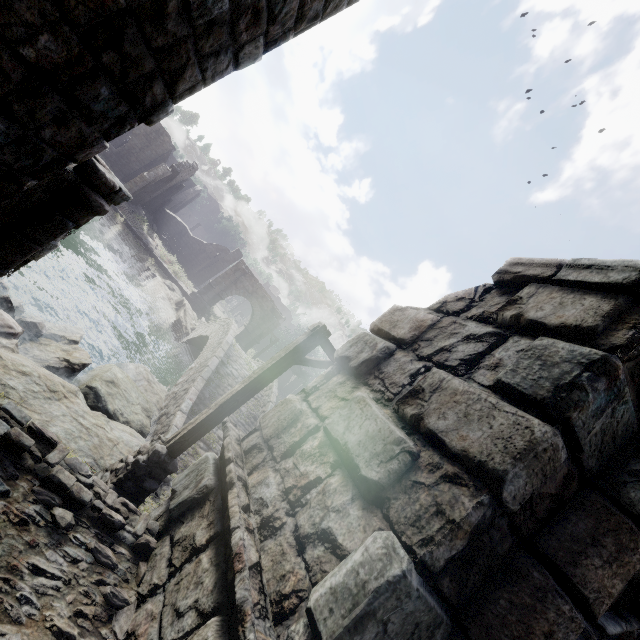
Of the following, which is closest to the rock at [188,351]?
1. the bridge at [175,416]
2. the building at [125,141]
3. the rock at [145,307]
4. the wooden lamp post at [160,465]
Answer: the bridge at [175,416]

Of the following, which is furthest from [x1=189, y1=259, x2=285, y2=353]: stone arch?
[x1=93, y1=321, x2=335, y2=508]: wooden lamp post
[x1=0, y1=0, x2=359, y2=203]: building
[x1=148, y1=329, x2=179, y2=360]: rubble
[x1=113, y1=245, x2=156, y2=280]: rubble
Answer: [x1=148, y1=329, x2=179, y2=360]: rubble

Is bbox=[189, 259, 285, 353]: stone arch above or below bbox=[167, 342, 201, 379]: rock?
above

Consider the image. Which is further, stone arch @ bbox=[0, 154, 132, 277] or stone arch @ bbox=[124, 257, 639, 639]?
stone arch @ bbox=[0, 154, 132, 277]

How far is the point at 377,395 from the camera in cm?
320

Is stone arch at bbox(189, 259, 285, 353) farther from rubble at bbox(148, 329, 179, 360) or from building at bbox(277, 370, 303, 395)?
rubble at bbox(148, 329, 179, 360)

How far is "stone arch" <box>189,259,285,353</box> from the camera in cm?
3069

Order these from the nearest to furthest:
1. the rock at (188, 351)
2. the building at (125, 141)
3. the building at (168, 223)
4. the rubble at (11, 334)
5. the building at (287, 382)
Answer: the building at (125, 141), the rubble at (11, 334), the rock at (188, 351), the building at (168, 223), the building at (287, 382)
